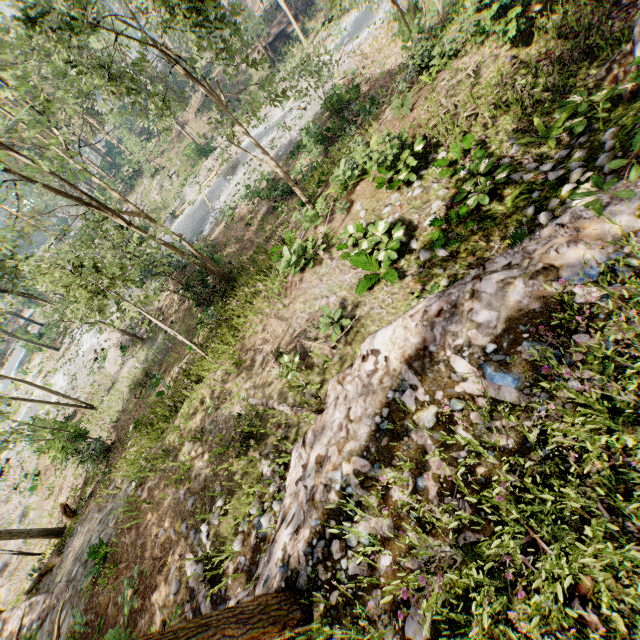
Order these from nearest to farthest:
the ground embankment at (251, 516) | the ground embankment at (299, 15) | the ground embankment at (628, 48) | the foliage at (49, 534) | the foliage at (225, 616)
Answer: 1. the foliage at (225, 616)
2. the ground embankment at (251, 516)
3. the ground embankment at (628, 48)
4. the foliage at (49, 534)
5. the ground embankment at (299, 15)

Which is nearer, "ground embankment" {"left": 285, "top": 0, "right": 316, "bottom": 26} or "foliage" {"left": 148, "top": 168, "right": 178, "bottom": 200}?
"ground embankment" {"left": 285, "top": 0, "right": 316, "bottom": 26}

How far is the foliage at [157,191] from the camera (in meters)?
41.22

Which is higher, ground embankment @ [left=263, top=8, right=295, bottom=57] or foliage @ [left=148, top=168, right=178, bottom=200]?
ground embankment @ [left=263, top=8, right=295, bottom=57]

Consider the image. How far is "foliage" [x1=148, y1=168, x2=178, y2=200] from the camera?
41.22m

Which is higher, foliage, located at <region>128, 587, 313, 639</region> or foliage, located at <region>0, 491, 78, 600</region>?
foliage, located at <region>128, 587, 313, 639</region>

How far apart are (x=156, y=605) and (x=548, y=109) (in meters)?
15.30

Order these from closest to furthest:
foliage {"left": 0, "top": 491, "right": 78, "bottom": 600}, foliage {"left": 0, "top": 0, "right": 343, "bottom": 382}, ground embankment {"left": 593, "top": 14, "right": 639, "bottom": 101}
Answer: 1. ground embankment {"left": 593, "top": 14, "right": 639, "bottom": 101}
2. foliage {"left": 0, "top": 0, "right": 343, "bottom": 382}
3. foliage {"left": 0, "top": 491, "right": 78, "bottom": 600}
